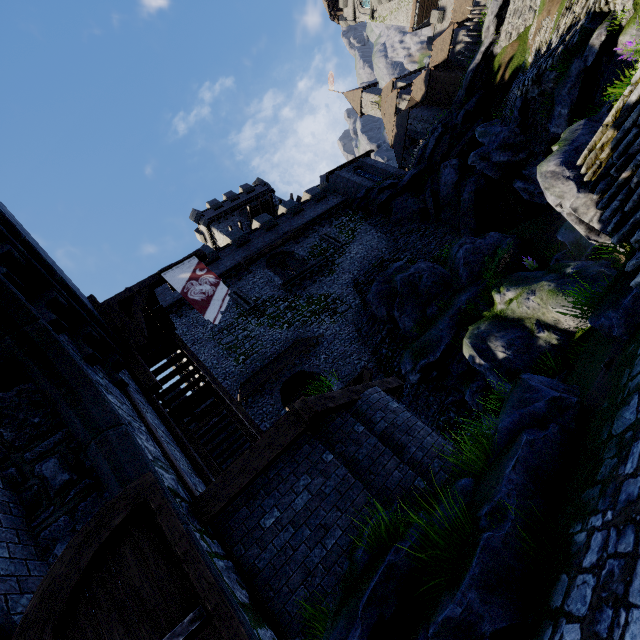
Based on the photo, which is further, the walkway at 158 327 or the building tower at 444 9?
the building tower at 444 9

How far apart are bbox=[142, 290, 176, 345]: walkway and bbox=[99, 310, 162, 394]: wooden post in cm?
7

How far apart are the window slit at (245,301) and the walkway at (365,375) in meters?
9.6 m

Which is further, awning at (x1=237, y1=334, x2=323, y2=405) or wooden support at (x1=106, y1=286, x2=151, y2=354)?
awning at (x1=237, y1=334, x2=323, y2=405)

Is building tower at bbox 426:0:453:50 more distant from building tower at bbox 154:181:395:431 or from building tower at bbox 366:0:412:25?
building tower at bbox 154:181:395:431

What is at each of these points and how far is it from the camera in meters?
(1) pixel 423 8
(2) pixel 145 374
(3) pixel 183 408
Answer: (1) building, 53.5
(2) wooden post, 7.3
(3) stairs, 11.5

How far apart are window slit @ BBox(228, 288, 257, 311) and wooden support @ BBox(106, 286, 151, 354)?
12.8 meters

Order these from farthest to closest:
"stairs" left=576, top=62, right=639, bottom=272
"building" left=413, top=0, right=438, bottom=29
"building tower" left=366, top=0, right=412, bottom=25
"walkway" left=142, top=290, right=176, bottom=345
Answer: "building tower" left=366, top=0, right=412, bottom=25 → "building" left=413, top=0, right=438, bottom=29 → "walkway" left=142, top=290, right=176, bottom=345 → "stairs" left=576, top=62, right=639, bottom=272
